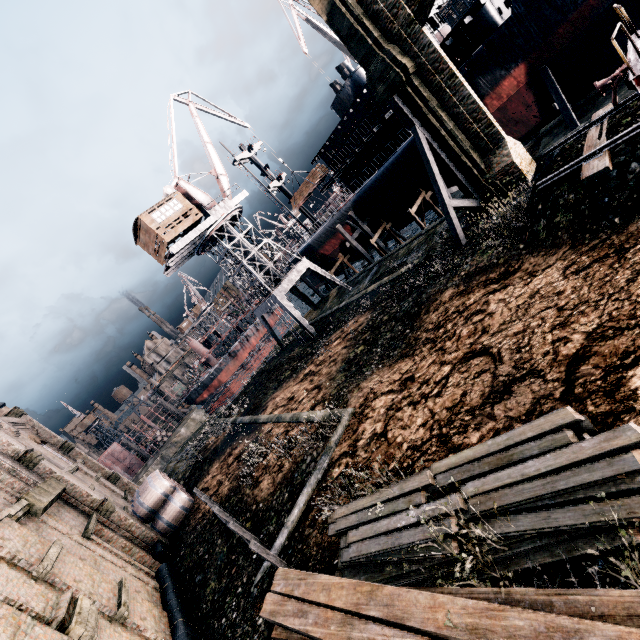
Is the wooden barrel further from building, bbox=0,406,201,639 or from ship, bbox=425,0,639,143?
ship, bbox=425,0,639,143

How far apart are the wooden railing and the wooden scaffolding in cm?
3217

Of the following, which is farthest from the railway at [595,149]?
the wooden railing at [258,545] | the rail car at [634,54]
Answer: the wooden railing at [258,545]

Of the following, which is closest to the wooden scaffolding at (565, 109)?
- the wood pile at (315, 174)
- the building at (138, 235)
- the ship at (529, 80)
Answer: the ship at (529, 80)

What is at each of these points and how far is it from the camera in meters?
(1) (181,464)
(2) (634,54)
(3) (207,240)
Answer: (1) stone debris, 28.9
(2) rail car, 9.3
(3) crane, 31.7

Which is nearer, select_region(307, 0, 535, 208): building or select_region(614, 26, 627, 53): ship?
select_region(307, 0, 535, 208): building

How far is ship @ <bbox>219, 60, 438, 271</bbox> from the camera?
31.31m
